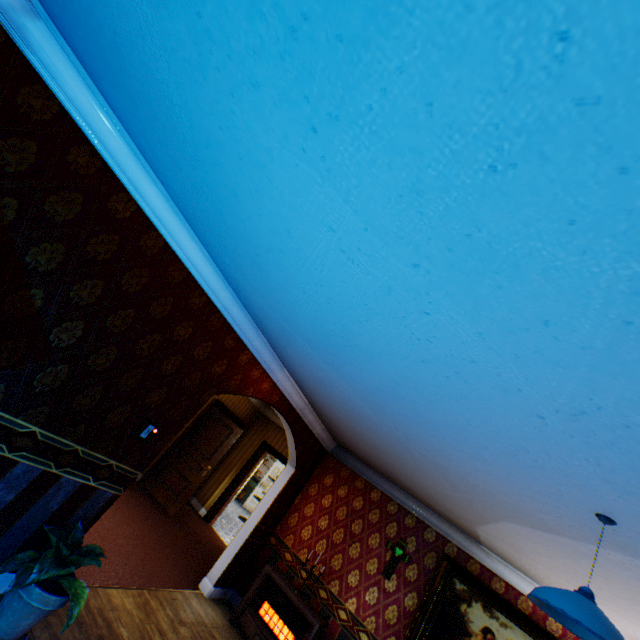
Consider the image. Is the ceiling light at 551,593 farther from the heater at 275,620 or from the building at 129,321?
the heater at 275,620

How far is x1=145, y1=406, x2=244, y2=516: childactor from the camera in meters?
7.2

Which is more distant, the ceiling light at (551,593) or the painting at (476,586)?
the painting at (476,586)

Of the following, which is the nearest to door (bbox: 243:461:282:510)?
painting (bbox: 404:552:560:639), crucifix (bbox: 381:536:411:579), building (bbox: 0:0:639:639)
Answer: building (bbox: 0:0:639:639)

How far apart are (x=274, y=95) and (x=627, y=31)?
1.06m

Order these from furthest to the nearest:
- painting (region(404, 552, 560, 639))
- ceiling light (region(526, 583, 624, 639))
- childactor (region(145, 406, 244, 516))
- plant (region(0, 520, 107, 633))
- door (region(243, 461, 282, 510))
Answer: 1. door (region(243, 461, 282, 510))
2. childactor (region(145, 406, 244, 516))
3. painting (region(404, 552, 560, 639))
4. plant (region(0, 520, 107, 633))
5. ceiling light (region(526, 583, 624, 639))

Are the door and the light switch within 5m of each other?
no

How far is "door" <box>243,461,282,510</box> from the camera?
13.55m
